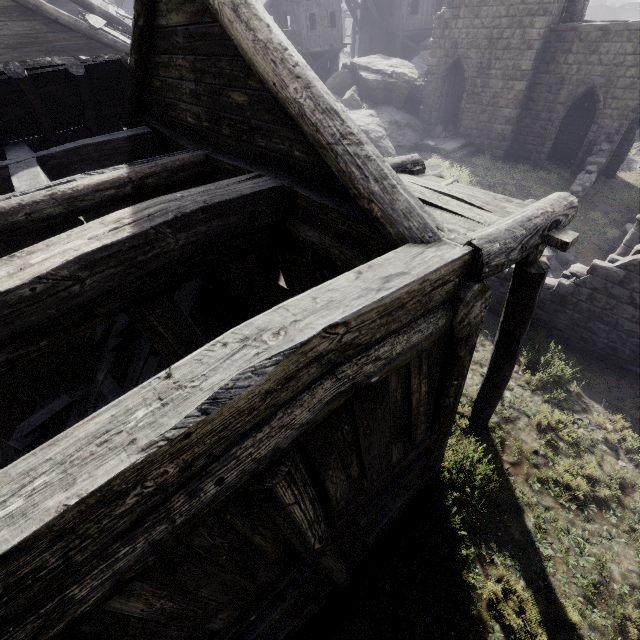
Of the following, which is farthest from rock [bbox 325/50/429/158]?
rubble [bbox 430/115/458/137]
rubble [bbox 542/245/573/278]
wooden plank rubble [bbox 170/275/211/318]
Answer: wooden plank rubble [bbox 170/275/211/318]

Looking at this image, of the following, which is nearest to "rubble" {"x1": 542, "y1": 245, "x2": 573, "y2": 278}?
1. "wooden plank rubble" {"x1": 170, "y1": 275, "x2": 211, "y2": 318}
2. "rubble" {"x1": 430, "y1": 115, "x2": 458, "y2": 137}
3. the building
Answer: the building

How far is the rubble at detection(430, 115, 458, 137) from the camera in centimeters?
2079cm

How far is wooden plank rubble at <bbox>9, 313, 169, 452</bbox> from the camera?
7.05m

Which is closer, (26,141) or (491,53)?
(26,141)

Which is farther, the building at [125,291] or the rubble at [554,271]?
the rubble at [554,271]

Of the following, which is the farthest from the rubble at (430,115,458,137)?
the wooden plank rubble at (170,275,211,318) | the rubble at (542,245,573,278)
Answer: the wooden plank rubble at (170,275,211,318)

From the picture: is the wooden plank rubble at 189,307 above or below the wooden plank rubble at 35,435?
above
